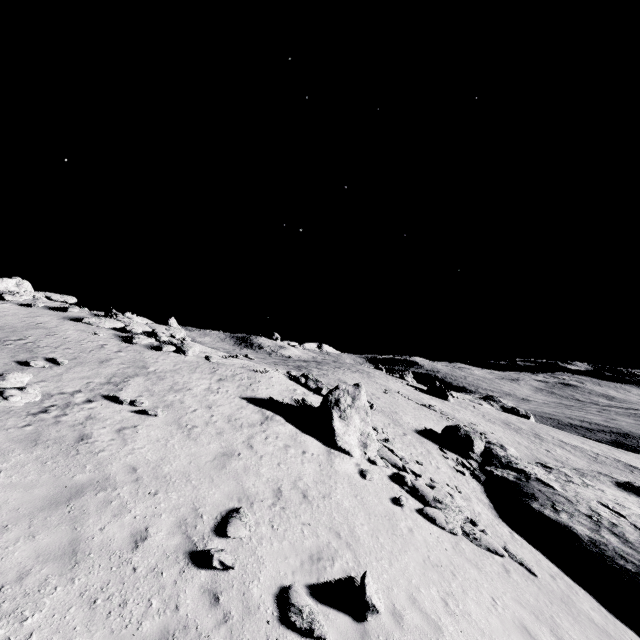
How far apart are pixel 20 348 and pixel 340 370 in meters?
42.6 m

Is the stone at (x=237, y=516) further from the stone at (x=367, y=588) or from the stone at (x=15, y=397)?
the stone at (x=15, y=397)

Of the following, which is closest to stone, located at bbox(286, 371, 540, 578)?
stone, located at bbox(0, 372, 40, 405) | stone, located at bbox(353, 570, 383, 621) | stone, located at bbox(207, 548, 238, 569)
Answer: stone, located at bbox(353, 570, 383, 621)

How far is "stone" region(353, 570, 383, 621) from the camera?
6.86m

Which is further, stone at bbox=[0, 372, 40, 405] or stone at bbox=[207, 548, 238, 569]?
stone at bbox=[0, 372, 40, 405]

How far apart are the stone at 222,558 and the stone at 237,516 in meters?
0.5

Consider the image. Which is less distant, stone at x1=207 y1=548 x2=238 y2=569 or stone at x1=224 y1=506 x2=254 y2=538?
stone at x1=207 y1=548 x2=238 y2=569

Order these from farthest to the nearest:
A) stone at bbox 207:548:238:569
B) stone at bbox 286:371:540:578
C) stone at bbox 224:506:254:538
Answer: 1. stone at bbox 286:371:540:578
2. stone at bbox 224:506:254:538
3. stone at bbox 207:548:238:569
